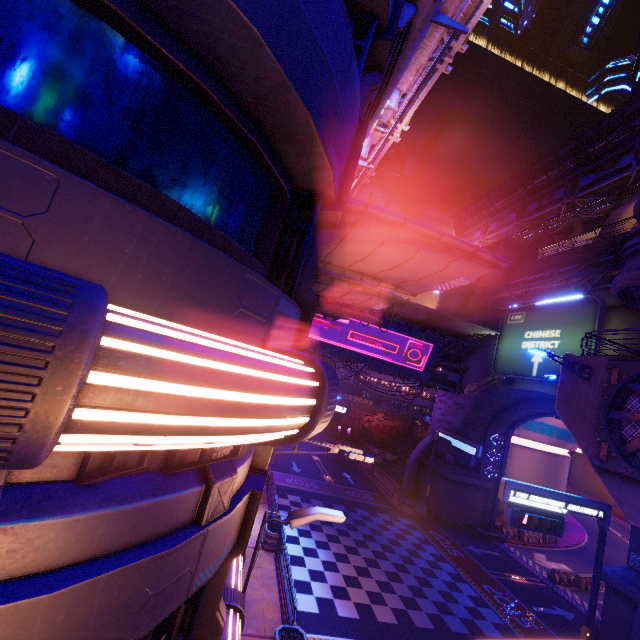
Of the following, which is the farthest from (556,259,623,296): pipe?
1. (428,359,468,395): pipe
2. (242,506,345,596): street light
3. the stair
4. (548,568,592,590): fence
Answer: (242,506,345,596): street light

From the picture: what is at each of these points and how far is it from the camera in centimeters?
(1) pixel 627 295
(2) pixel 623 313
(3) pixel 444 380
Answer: (1) building, 1648cm
(2) wall arch, 1845cm
(3) pipe, 2962cm

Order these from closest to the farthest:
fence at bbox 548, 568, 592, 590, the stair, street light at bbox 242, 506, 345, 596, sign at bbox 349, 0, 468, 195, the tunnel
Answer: sign at bbox 349, 0, 468, 195 < street light at bbox 242, 506, 345, 596 < fence at bbox 548, 568, 592, 590 < the tunnel < the stair

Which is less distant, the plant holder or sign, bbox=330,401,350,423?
the plant holder

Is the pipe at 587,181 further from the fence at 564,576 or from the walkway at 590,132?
the fence at 564,576

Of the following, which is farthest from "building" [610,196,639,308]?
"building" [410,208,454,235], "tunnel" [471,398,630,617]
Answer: "building" [410,208,454,235]

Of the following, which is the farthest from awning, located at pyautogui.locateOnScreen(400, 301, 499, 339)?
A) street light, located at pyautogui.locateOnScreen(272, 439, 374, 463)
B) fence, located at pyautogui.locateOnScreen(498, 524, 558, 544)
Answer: street light, located at pyautogui.locateOnScreen(272, 439, 374, 463)

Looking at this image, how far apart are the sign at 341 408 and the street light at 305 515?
16.3m
